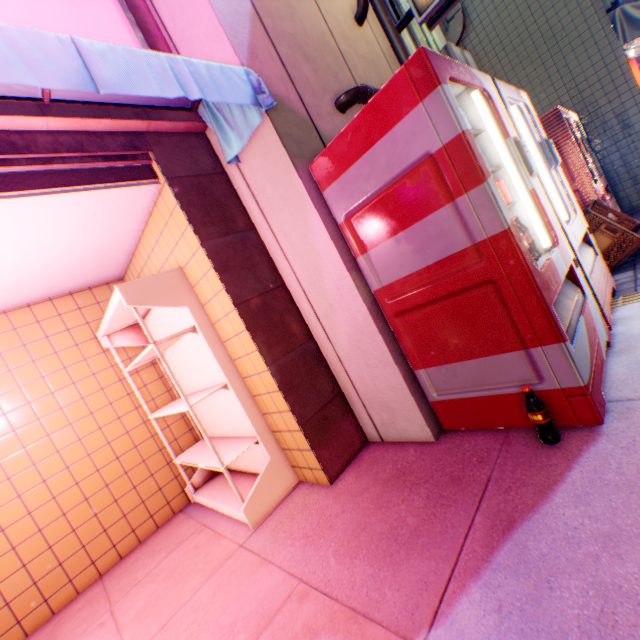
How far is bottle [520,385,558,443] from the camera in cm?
169

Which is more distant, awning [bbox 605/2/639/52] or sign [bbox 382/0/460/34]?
awning [bbox 605/2/639/52]

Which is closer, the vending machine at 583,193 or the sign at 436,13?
the vending machine at 583,193

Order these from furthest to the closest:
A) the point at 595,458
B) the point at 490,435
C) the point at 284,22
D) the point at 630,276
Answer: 1. the point at 630,276
2. the point at 284,22
3. the point at 490,435
4. the point at 595,458

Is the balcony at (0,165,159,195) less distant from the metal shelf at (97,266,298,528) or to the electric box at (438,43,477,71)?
the metal shelf at (97,266,298,528)

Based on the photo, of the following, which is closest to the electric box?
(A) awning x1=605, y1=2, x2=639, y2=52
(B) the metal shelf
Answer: (A) awning x1=605, y1=2, x2=639, y2=52

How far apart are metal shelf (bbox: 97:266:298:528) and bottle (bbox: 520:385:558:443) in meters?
1.8 m

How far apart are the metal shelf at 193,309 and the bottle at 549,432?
1.80m
